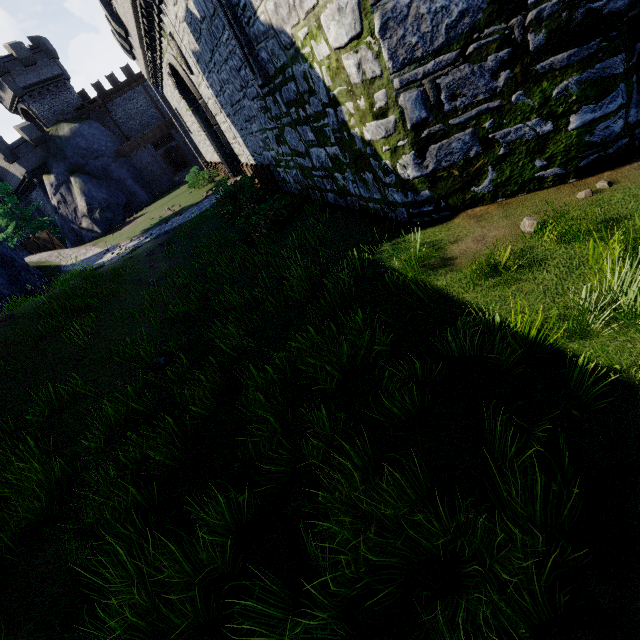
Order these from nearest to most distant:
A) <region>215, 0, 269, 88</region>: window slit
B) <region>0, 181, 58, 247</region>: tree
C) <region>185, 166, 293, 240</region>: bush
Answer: <region>215, 0, 269, 88</region>: window slit
<region>185, 166, 293, 240</region>: bush
<region>0, 181, 58, 247</region>: tree

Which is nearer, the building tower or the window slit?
the window slit

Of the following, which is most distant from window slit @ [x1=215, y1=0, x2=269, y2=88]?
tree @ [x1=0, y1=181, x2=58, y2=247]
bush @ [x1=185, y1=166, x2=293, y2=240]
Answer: tree @ [x1=0, y1=181, x2=58, y2=247]

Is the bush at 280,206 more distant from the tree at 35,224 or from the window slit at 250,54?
the tree at 35,224

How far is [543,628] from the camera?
2.0 meters

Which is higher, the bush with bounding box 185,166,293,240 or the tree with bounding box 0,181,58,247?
the tree with bounding box 0,181,58,247

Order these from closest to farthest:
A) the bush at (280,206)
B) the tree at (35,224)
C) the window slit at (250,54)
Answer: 1. the window slit at (250,54)
2. the bush at (280,206)
3. the tree at (35,224)

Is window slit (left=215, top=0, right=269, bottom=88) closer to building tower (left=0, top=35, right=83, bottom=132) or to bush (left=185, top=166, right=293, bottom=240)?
bush (left=185, top=166, right=293, bottom=240)
